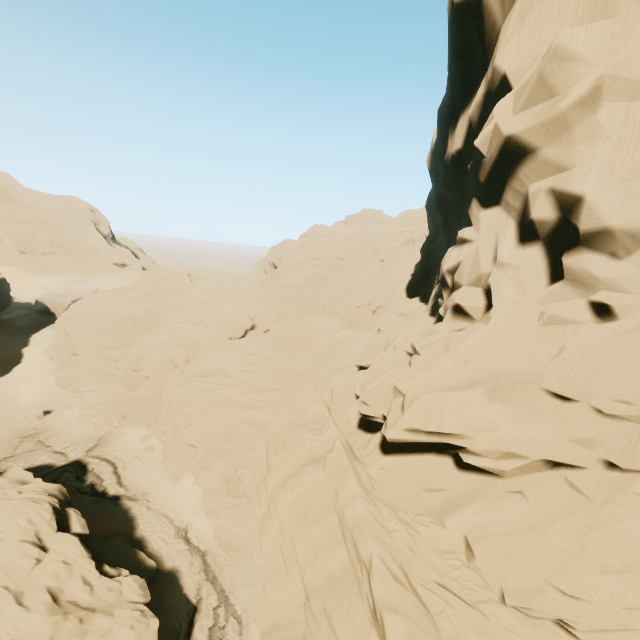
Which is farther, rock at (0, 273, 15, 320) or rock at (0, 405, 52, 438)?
rock at (0, 273, 15, 320)

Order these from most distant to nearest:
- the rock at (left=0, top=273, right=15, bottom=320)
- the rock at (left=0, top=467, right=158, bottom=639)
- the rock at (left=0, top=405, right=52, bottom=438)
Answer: the rock at (left=0, top=273, right=15, bottom=320)
the rock at (left=0, top=405, right=52, bottom=438)
the rock at (left=0, top=467, right=158, bottom=639)

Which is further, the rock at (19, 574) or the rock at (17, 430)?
the rock at (17, 430)

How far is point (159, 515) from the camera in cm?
2592

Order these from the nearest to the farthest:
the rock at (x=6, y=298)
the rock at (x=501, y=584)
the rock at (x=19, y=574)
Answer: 1. the rock at (x=501, y=584)
2. the rock at (x=19, y=574)
3. the rock at (x=6, y=298)
